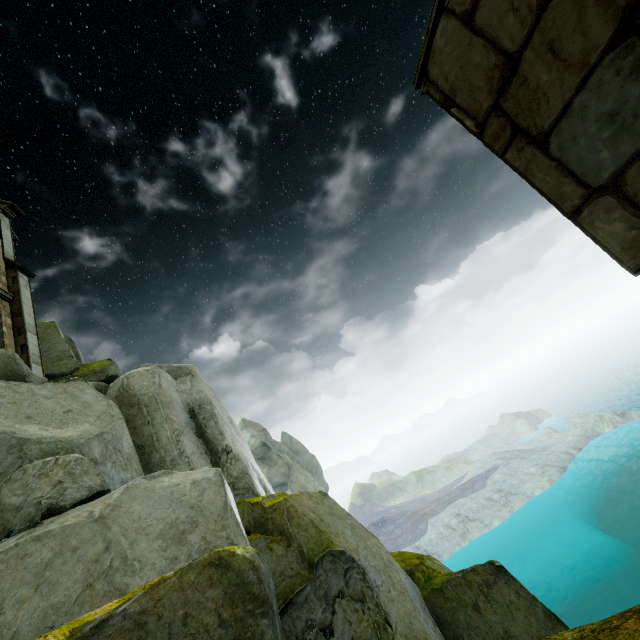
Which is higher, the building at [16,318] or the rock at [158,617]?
the building at [16,318]

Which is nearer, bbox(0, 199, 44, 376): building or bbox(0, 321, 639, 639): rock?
bbox(0, 321, 639, 639): rock

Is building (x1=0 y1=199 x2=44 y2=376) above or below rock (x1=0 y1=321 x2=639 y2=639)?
above

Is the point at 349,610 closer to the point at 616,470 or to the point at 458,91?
the point at 458,91

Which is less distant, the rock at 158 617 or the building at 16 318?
the rock at 158 617
